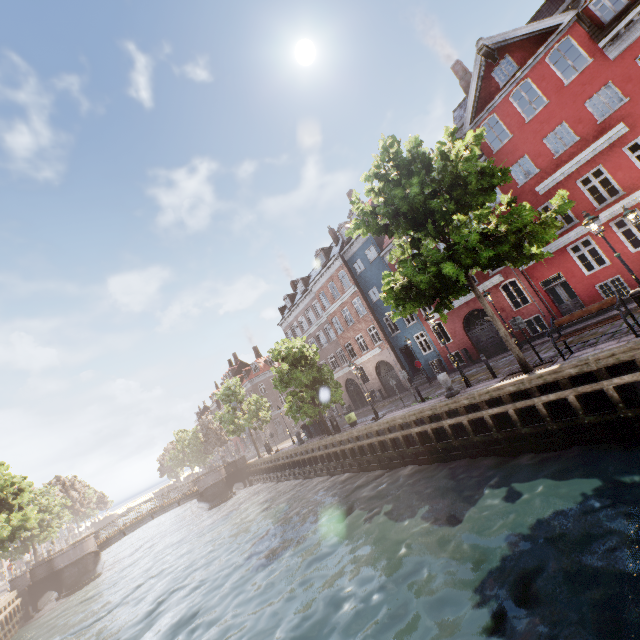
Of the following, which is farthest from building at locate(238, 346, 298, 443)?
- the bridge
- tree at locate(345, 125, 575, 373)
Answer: the bridge

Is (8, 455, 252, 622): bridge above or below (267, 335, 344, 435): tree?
below

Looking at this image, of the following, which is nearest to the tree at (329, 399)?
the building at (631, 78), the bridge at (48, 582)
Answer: the bridge at (48, 582)

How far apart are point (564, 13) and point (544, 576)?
22.53m

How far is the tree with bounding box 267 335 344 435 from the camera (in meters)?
22.47

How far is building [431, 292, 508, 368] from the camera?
21.56m

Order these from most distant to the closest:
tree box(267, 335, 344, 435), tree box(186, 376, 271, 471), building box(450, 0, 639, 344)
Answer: tree box(186, 376, 271, 471) → tree box(267, 335, 344, 435) → building box(450, 0, 639, 344)

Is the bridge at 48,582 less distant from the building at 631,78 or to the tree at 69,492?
the tree at 69,492
